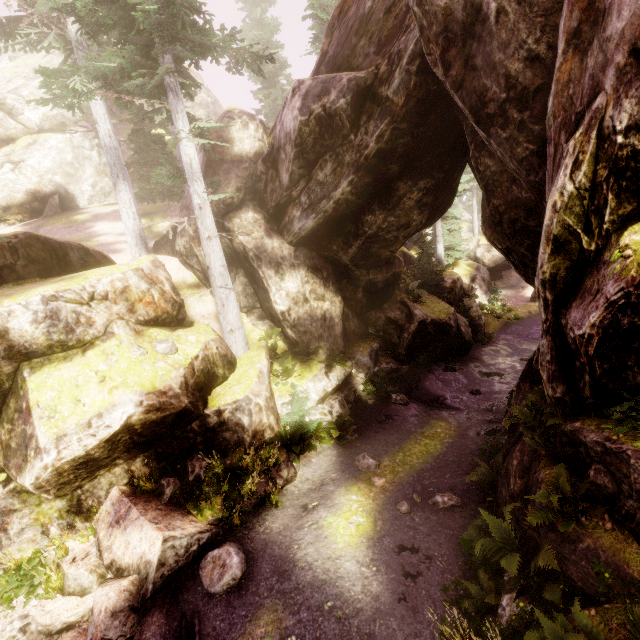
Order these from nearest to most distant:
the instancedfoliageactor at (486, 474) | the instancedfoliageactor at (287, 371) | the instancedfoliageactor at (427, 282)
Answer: the instancedfoliageactor at (486, 474) → the instancedfoliageactor at (287, 371) → the instancedfoliageactor at (427, 282)

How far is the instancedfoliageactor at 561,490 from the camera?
4.9m

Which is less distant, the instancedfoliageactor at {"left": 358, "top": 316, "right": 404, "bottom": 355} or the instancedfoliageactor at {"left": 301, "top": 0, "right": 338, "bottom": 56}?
the instancedfoliageactor at {"left": 358, "top": 316, "right": 404, "bottom": 355}

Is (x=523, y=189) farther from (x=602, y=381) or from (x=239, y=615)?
(x=239, y=615)

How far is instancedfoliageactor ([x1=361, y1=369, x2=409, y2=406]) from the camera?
14.05m

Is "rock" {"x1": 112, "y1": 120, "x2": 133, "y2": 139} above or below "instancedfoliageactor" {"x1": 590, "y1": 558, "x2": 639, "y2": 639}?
above

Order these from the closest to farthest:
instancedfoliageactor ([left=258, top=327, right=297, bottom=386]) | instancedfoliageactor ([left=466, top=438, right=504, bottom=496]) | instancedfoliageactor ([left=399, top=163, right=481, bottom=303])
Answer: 1. instancedfoliageactor ([left=466, top=438, right=504, bottom=496])
2. instancedfoliageactor ([left=258, top=327, right=297, bottom=386])
3. instancedfoliageactor ([left=399, top=163, right=481, bottom=303])
